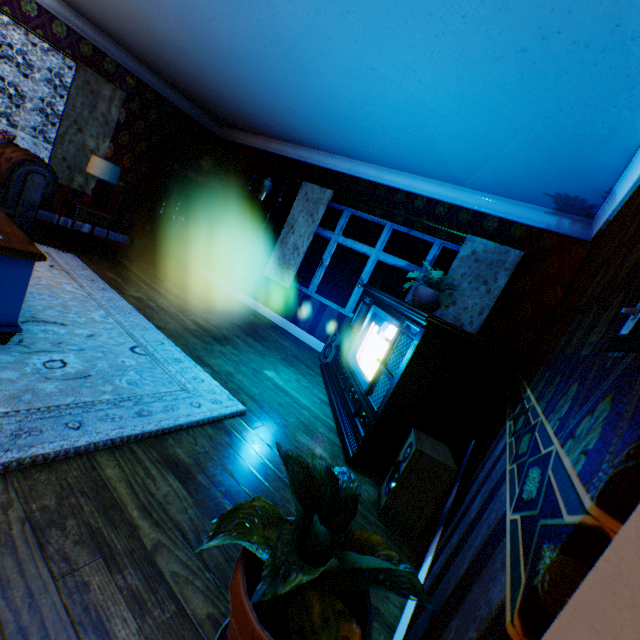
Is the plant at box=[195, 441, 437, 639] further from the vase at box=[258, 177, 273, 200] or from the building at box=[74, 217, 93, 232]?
the vase at box=[258, 177, 273, 200]

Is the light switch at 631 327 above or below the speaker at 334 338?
above

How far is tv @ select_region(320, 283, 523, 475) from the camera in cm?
263

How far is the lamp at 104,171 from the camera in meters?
4.8

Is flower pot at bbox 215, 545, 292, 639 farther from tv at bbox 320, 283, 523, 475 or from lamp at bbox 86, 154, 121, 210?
lamp at bbox 86, 154, 121, 210

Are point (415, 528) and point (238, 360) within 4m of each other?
yes

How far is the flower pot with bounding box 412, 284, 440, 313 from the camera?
3.4 meters

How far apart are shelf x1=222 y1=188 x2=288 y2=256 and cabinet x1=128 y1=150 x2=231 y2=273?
0.3m
